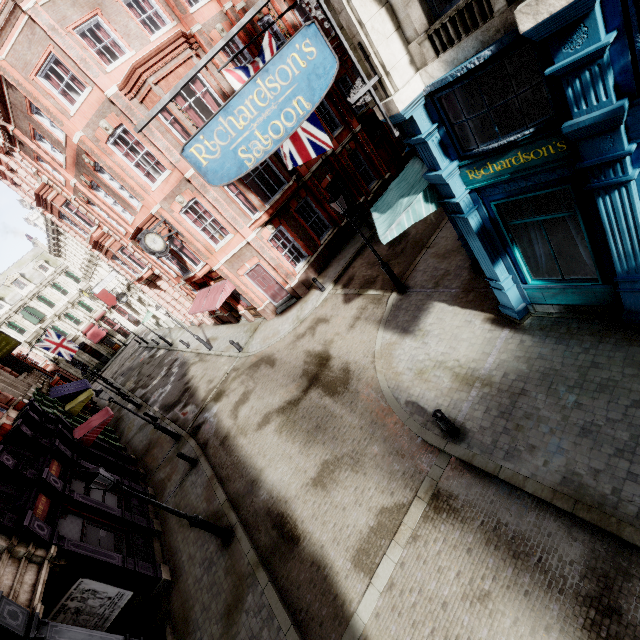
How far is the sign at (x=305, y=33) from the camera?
5.1m

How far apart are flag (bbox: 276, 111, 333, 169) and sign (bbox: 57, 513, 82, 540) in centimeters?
1315cm

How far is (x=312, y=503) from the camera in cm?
898

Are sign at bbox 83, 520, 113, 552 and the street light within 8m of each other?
yes

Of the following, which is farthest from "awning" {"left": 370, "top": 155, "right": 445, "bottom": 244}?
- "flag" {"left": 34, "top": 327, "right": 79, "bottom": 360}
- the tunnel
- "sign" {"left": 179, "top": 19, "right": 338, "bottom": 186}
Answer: "flag" {"left": 34, "top": 327, "right": 79, "bottom": 360}

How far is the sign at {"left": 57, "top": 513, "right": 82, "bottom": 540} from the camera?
9.8m

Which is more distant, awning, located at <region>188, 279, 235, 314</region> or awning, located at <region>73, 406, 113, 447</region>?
awning, located at <region>188, 279, 235, 314</region>

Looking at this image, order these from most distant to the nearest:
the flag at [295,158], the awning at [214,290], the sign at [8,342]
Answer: the sign at [8,342]
the awning at [214,290]
the flag at [295,158]
